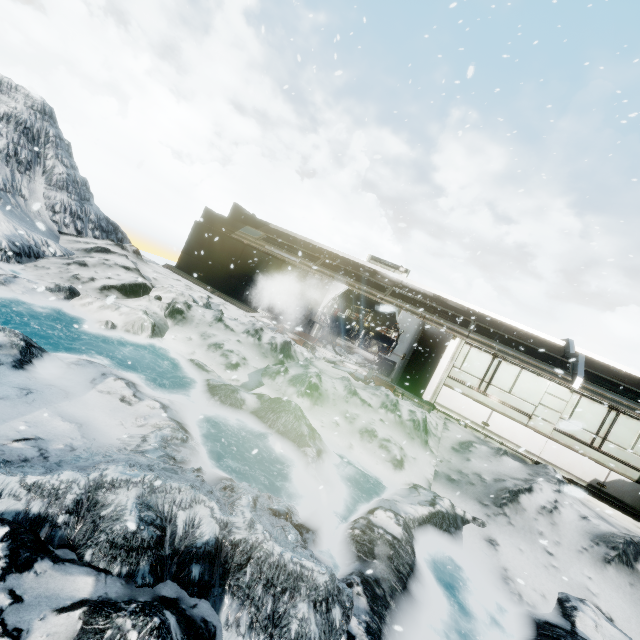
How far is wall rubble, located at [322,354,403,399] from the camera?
11.1 meters

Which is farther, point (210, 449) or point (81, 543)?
point (210, 449)

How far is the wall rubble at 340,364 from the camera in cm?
1108
